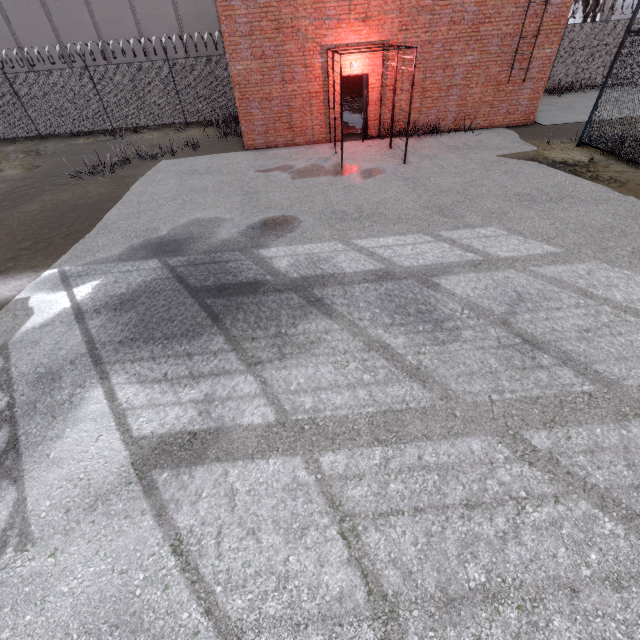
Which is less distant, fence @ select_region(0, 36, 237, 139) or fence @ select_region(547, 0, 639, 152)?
fence @ select_region(547, 0, 639, 152)

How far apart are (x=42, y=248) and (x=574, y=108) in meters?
21.5

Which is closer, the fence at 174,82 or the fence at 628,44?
the fence at 628,44
